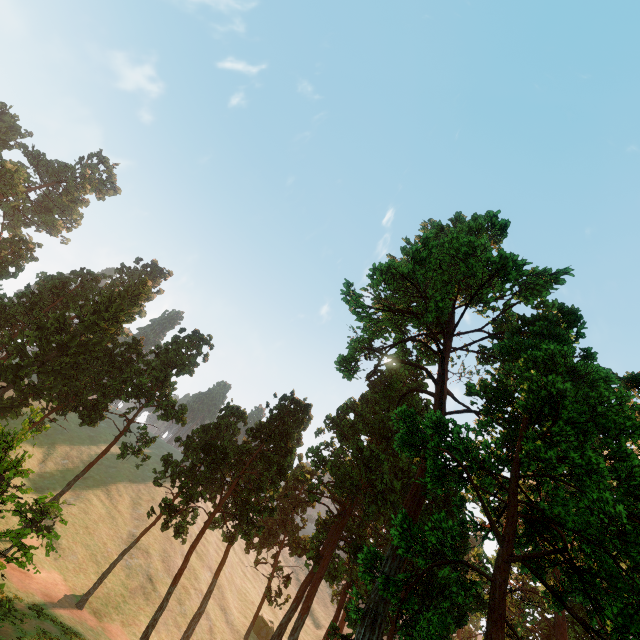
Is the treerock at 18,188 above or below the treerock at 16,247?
above

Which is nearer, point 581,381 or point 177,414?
point 581,381

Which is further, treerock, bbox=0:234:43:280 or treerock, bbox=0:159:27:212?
treerock, bbox=0:159:27:212

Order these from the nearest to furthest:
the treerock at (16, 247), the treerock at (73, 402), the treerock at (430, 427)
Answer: the treerock at (430, 427) < the treerock at (73, 402) < the treerock at (16, 247)

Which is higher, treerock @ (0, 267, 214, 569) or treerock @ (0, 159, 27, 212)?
treerock @ (0, 159, 27, 212)

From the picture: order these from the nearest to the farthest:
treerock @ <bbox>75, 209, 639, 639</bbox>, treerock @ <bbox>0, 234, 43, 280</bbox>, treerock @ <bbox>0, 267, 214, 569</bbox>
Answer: treerock @ <bbox>75, 209, 639, 639</bbox>
treerock @ <bbox>0, 267, 214, 569</bbox>
treerock @ <bbox>0, 234, 43, 280</bbox>
